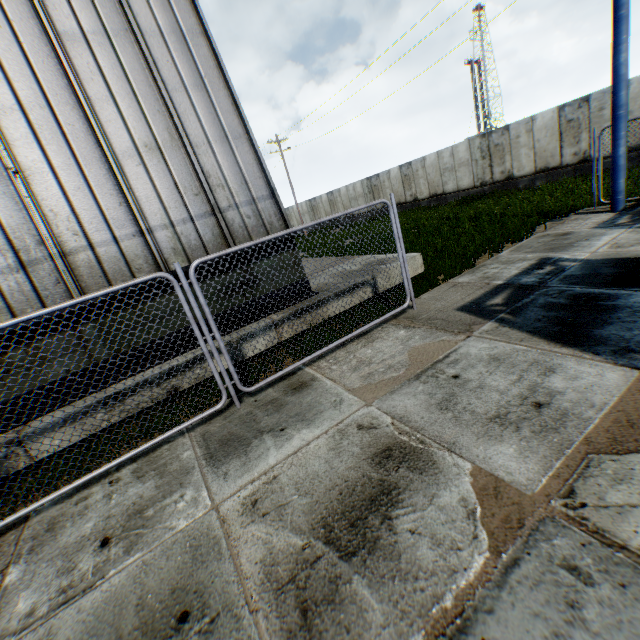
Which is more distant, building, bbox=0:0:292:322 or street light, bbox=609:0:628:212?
street light, bbox=609:0:628:212

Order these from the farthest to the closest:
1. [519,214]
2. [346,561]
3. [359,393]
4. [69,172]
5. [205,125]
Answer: [519,214] → [205,125] → [69,172] → [359,393] → [346,561]

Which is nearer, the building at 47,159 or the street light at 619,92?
the building at 47,159
